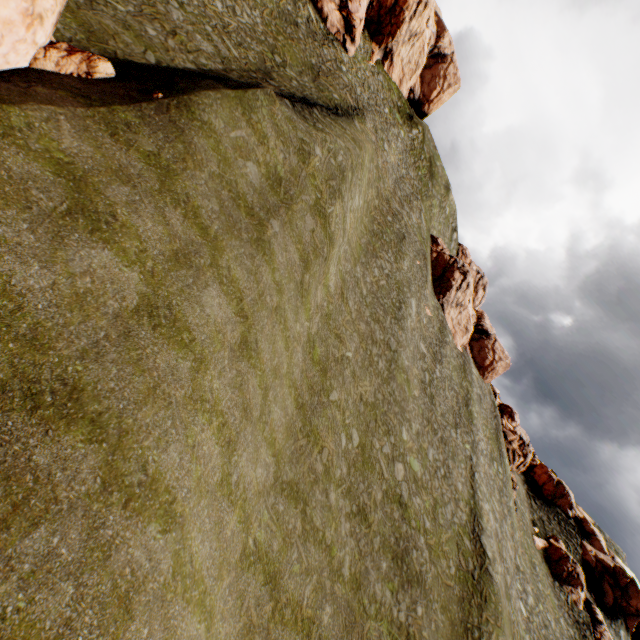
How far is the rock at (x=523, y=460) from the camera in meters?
46.8

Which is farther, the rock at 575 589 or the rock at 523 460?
the rock at 523 460

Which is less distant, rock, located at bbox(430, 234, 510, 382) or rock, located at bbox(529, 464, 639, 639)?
rock, located at bbox(529, 464, 639, 639)

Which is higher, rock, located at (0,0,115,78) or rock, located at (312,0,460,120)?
rock, located at (312,0,460,120)

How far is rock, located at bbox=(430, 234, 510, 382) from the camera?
47.9m

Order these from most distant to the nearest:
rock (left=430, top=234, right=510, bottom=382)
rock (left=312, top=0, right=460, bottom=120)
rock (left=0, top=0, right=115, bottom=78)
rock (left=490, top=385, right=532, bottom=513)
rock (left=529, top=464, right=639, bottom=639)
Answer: rock (left=430, top=234, right=510, bottom=382), rock (left=490, top=385, right=532, bottom=513), rock (left=529, top=464, right=639, bottom=639), rock (left=312, top=0, right=460, bottom=120), rock (left=0, top=0, right=115, bottom=78)

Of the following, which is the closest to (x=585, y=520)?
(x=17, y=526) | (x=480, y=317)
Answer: (x=480, y=317)
